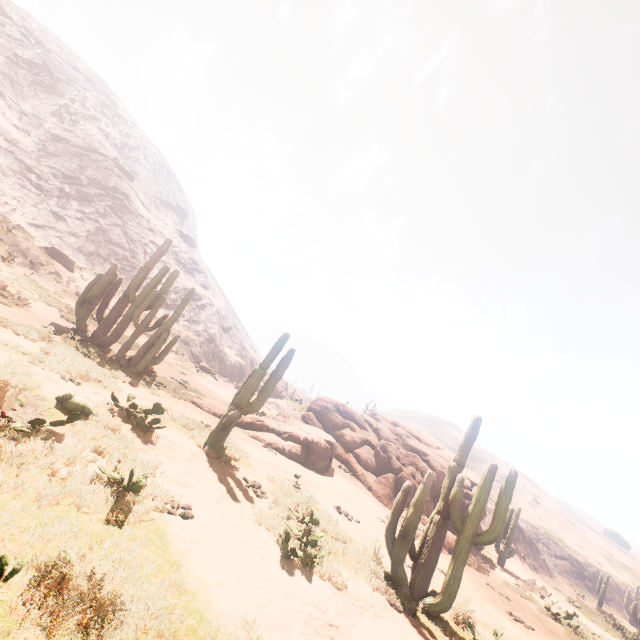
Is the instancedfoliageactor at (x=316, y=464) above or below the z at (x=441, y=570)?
above

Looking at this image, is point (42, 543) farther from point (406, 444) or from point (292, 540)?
point (406, 444)

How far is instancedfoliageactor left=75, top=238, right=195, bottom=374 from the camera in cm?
1181

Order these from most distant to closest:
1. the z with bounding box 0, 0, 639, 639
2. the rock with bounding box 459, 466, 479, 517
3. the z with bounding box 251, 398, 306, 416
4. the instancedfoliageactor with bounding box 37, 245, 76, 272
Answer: the instancedfoliageactor with bounding box 37, 245, 76, 272, the z with bounding box 251, 398, 306, 416, the rock with bounding box 459, 466, 479, 517, the z with bounding box 0, 0, 639, 639

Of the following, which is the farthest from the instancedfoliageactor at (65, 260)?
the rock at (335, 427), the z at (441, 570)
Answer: the rock at (335, 427)

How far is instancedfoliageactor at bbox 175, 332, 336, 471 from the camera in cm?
807

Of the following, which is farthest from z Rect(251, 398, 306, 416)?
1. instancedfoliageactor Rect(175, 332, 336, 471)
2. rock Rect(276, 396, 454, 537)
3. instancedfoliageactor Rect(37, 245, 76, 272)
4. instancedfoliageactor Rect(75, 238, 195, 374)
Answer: instancedfoliageactor Rect(175, 332, 336, 471)

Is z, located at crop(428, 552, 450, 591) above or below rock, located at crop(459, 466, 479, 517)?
below
